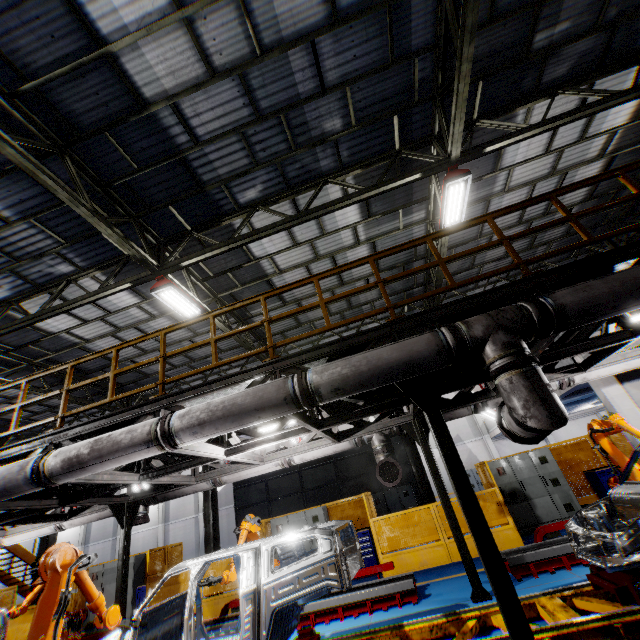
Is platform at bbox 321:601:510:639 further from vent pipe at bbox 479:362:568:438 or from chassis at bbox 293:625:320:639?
vent pipe at bbox 479:362:568:438

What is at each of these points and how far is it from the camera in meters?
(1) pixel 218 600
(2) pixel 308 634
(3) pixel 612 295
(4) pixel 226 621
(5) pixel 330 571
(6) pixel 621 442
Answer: (1) metal panel, 10.2
(2) chassis, 5.3
(3) vent pipe, 3.6
(4) metal platform, 7.5
(5) chassis, 4.5
(6) metal panel, 9.7

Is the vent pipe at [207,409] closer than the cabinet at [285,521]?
Yes

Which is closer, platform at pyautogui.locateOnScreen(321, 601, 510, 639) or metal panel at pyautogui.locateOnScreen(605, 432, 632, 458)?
platform at pyautogui.locateOnScreen(321, 601, 510, 639)

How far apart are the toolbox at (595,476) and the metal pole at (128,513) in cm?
1353

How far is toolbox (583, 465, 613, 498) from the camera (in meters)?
9.93

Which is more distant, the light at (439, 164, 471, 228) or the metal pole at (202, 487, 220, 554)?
the metal pole at (202, 487, 220, 554)

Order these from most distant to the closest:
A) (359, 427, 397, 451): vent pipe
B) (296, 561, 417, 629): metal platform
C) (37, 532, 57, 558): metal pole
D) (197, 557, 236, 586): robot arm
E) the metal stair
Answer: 1. the metal stair
2. (37, 532, 57, 558): metal pole
3. (359, 427, 397, 451): vent pipe
4. (296, 561, 417, 629): metal platform
5. (197, 557, 236, 586): robot arm
